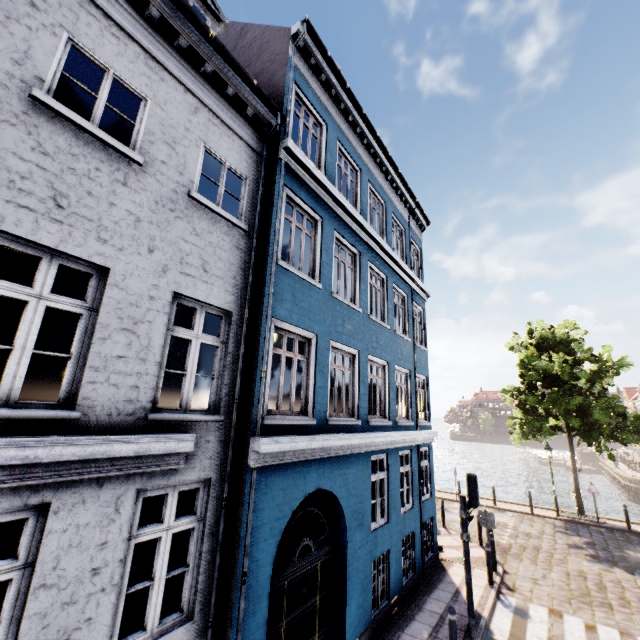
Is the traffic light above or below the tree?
below

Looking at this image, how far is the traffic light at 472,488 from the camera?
8.1 meters

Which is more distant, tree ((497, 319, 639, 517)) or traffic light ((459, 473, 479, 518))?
tree ((497, 319, 639, 517))

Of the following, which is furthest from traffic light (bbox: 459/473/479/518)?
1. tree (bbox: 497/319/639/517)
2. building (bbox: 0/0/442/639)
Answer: → tree (bbox: 497/319/639/517)

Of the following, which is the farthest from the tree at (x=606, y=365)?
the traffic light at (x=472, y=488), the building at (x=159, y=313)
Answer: the traffic light at (x=472, y=488)

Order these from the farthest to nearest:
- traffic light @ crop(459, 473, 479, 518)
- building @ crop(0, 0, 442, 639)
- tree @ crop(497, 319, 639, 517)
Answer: tree @ crop(497, 319, 639, 517)
traffic light @ crop(459, 473, 479, 518)
building @ crop(0, 0, 442, 639)

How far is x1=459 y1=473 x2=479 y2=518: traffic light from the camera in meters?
8.1 m

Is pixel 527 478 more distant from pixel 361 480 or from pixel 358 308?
pixel 358 308
